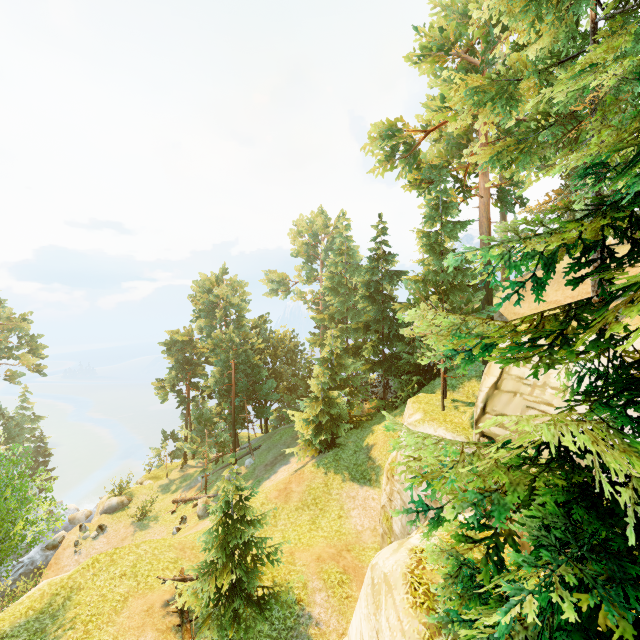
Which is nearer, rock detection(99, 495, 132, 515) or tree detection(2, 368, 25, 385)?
rock detection(99, 495, 132, 515)

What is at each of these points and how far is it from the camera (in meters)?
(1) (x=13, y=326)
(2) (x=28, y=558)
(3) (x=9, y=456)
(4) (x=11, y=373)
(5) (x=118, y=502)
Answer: (1) tree, 37.47
(2) rock, 27.59
(3) tree, 34.38
(4) tree, 37.91
(5) rock, 30.70

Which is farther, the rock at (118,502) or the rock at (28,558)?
the rock at (118,502)

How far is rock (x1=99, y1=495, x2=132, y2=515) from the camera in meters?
30.0

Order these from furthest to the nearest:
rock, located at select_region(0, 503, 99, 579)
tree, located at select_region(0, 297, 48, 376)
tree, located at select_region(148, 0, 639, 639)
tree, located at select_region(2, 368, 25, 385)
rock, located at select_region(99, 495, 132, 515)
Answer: tree, located at select_region(2, 368, 25, 385), tree, located at select_region(0, 297, 48, 376), rock, located at select_region(99, 495, 132, 515), rock, located at select_region(0, 503, 99, 579), tree, located at select_region(148, 0, 639, 639)

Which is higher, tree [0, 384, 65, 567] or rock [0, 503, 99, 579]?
tree [0, 384, 65, 567]

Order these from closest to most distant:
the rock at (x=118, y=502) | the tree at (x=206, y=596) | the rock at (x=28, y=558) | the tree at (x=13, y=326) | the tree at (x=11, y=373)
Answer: the tree at (x=206, y=596) < the rock at (x=28, y=558) < the rock at (x=118, y=502) < the tree at (x=13, y=326) < the tree at (x=11, y=373)
